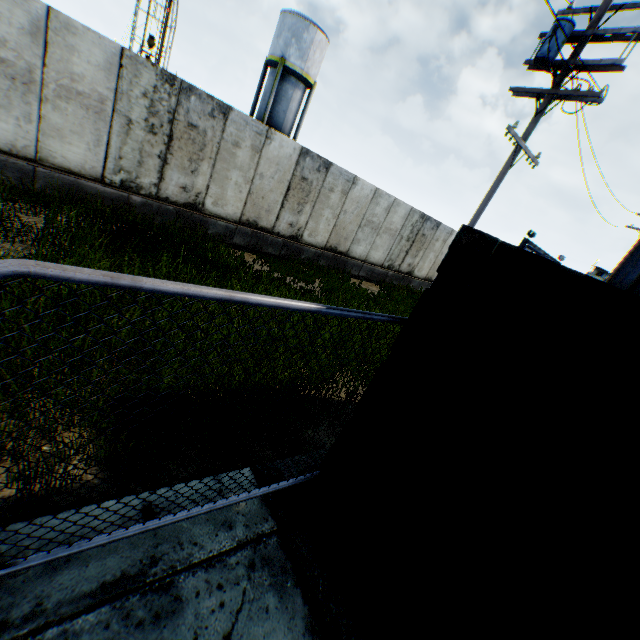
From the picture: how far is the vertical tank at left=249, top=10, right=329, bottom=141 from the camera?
23.53m

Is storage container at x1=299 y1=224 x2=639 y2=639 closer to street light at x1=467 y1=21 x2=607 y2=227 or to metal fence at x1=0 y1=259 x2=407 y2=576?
metal fence at x1=0 y1=259 x2=407 y2=576

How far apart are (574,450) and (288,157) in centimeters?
1043cm

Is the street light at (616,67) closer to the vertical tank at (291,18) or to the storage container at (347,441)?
the storage container at (347,441)

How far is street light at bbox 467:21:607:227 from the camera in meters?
7.8 m

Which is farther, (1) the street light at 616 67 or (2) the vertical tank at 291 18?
(2) the vertical tank at 291 18
